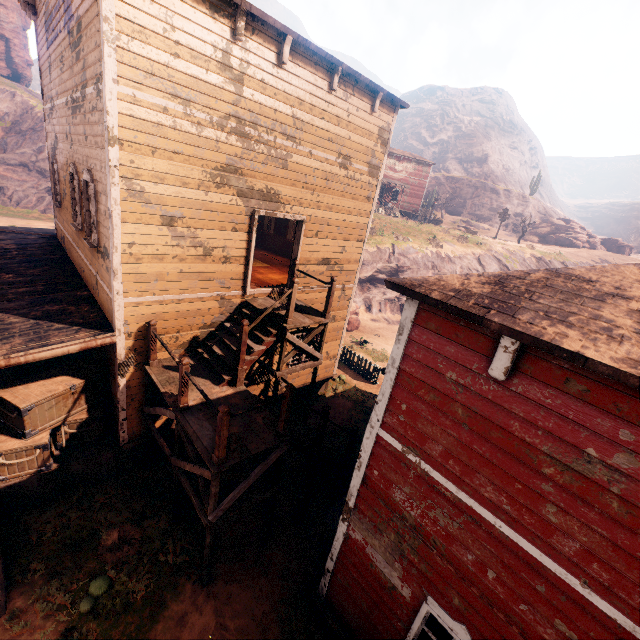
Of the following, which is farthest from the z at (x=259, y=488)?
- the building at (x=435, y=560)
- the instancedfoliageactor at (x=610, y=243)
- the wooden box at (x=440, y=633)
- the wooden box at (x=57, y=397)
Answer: the instancedfoliageactor at (x=610, y=243)

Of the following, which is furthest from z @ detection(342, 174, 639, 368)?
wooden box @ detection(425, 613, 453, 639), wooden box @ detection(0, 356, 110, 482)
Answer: wooden box @ detection(425, 613, 453, 639)

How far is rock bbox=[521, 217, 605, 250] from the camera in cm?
4145

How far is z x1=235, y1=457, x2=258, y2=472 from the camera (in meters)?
9.56

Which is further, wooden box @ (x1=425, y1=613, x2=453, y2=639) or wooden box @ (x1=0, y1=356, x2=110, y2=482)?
wooden box @ (x1=0, y1=356, x2=110, y2=482)

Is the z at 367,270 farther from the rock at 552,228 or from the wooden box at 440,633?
the rock at 552,228

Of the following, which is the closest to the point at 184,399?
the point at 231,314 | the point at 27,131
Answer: the point at 231,314
